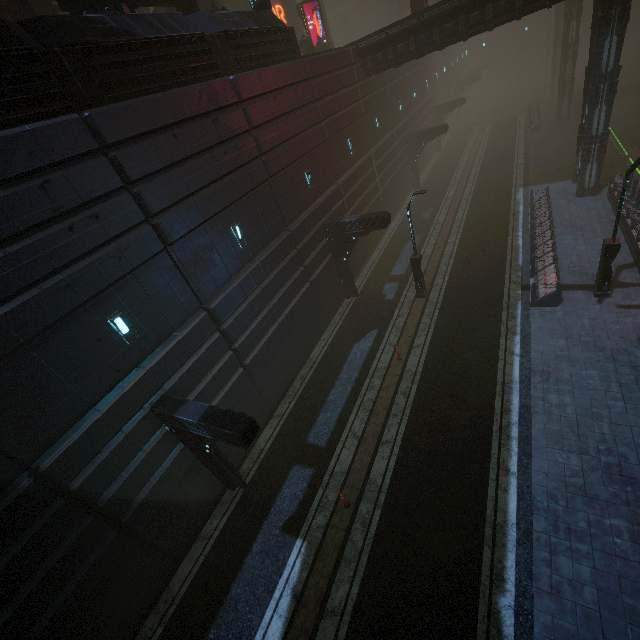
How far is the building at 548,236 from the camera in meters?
13.9

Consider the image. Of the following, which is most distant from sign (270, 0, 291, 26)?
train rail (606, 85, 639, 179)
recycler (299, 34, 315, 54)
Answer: train rail (606, 85, 639, 179)

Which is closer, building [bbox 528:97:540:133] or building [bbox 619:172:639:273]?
building [bbox 619:172:639:273]

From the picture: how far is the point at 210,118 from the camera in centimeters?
1092cm

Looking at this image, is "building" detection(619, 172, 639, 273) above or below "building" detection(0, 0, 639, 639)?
below

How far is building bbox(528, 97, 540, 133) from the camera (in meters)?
33.22

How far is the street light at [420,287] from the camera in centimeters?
1469cm
